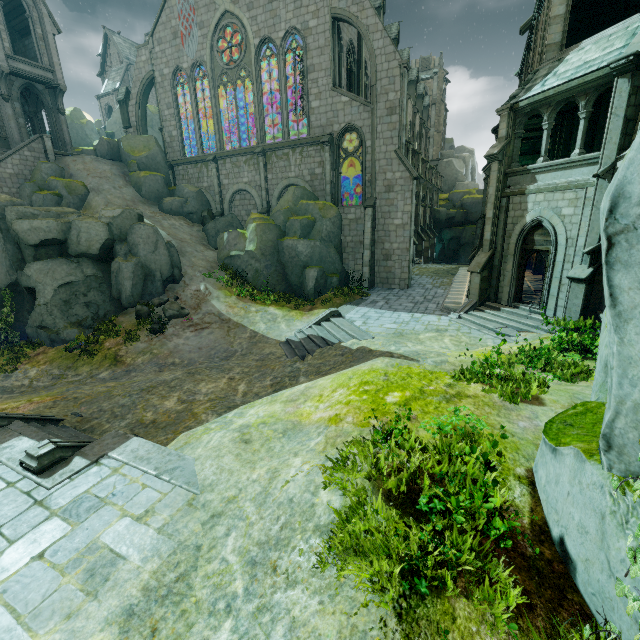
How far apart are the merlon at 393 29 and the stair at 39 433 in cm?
4251

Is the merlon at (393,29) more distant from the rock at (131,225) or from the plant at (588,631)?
the plant at (588,631)

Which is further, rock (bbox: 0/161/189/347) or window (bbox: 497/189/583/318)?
rock (bbox: 0/161/189/347)

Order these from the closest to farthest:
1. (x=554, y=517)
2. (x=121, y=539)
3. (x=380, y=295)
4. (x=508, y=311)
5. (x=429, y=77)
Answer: (x=554, y=517) < (x=121, y=539) < (x=508, y=311) < (x=380, y=295) < (x=429, y=77)

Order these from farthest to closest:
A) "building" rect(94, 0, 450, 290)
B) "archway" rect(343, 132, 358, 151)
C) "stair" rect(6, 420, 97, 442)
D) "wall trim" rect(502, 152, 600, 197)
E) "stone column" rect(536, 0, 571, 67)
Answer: "archway" rect(343, 132, 358, 151) < "building" rect(94, 0, 450, 290) < "stone column" rect(536, 0, 571, 67) < "wall trim" rect(502, 152, 600, 197) < "stair" rect(6, 420, 97, 442)

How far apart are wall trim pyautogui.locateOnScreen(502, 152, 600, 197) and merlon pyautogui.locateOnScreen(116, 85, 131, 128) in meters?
32.8

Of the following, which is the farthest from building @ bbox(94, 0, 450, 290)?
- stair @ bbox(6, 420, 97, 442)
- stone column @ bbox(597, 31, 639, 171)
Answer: stair @ bbox(6, 420, 97, 442)

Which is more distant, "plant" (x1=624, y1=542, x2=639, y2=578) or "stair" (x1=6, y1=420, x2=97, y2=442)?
"stair" (x1=6, y1=420, x2=97, y2=442)
